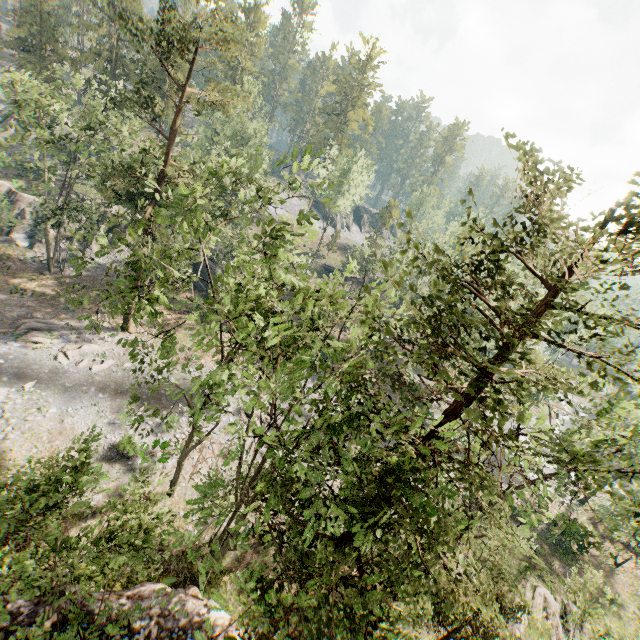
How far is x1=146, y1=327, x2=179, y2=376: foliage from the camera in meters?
12.1

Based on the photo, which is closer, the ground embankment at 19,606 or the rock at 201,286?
the ground embankment at 19,606

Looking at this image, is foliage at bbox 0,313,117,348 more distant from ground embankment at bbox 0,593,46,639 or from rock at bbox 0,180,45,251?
rock at bbox 0,180,45,251

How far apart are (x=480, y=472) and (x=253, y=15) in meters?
70.5 m

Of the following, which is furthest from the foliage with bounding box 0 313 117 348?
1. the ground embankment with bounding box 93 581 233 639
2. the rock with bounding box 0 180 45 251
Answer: the rock with bounding box 0 180 45 251

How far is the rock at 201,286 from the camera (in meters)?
40.81
